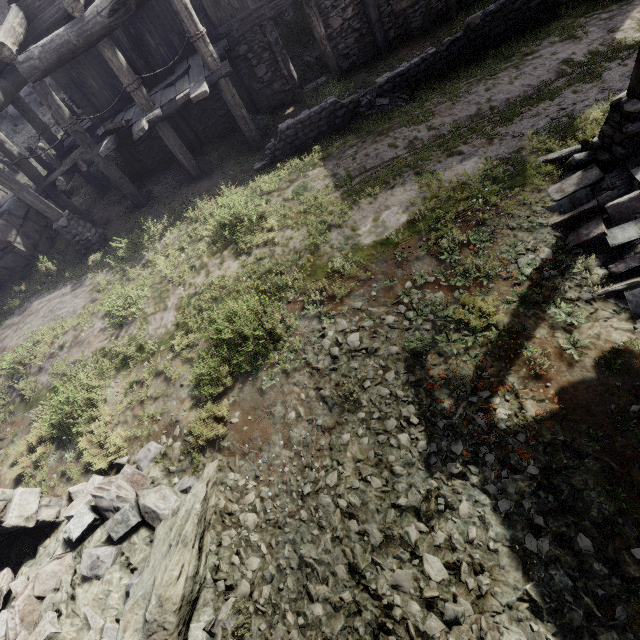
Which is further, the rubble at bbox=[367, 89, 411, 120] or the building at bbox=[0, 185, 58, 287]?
the building at bbox=[0, 185, 58, 287]

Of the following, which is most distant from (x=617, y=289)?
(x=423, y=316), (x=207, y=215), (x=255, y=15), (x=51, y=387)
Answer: (x=255, y=15)

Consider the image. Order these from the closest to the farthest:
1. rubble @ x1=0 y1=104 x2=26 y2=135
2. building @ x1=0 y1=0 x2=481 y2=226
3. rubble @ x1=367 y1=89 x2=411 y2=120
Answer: building @ x1=0 y1=0 x2=481 y2=226 → rubble @ x1=367 y1=89 x2=411 y2=120 → rubble @ x1=0 y1=104 x2=26 y2=135

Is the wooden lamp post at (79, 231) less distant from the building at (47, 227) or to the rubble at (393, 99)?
the building at (47, 227)

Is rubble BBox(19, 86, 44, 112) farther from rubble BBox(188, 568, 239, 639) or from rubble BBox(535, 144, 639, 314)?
rubble BBox(535, 144, 639, 314)

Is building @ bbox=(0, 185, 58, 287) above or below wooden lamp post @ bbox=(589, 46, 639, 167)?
above

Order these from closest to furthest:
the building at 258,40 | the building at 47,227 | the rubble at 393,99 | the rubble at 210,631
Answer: the rubble at 210,631
the building at 258,40
the rubble at 393,99
the building at 47,227

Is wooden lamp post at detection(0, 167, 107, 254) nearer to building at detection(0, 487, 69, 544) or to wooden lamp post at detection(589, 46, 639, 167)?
building at detection(0, 487, 69, 544)
